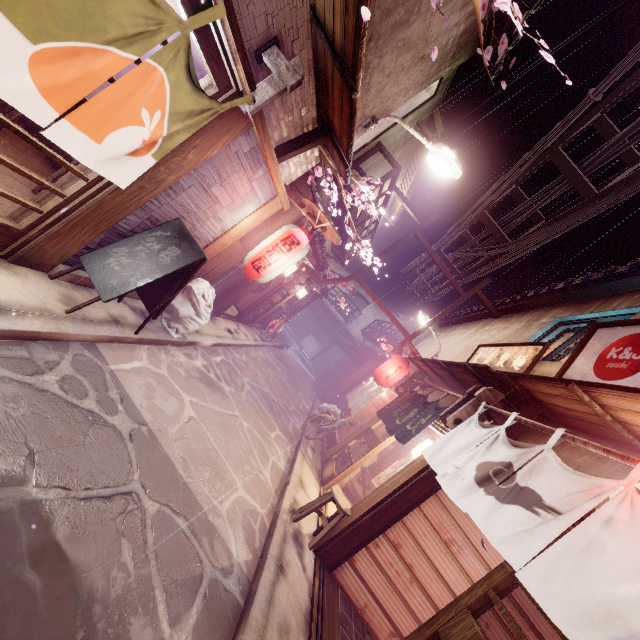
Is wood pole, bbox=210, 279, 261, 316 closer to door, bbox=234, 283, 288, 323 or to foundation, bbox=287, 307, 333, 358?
foundation, bbox=287, 307, 333, 358

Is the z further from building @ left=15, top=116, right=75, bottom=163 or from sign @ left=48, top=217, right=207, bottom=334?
building @ left=15, top=116, right=75, bottom=163

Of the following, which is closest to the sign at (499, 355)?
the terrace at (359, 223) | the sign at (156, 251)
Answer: the terrace at (359, 223)

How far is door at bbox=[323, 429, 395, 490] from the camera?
13.2m

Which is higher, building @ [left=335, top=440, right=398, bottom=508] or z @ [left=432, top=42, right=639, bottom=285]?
z @ [left=432, top=42, right=639, bottom=285]

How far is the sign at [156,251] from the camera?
6.5 meters

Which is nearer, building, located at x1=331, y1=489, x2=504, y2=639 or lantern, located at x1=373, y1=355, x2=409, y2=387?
building, located at x1=331, y1=489, x2=504, y2=639

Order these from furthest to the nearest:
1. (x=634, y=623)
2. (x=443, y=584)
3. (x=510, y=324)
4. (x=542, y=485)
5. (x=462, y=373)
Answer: (x=510, y=324), (x=462, y=373), (x=443, y=584), (x=542, y=485), (x=634, y=623)
